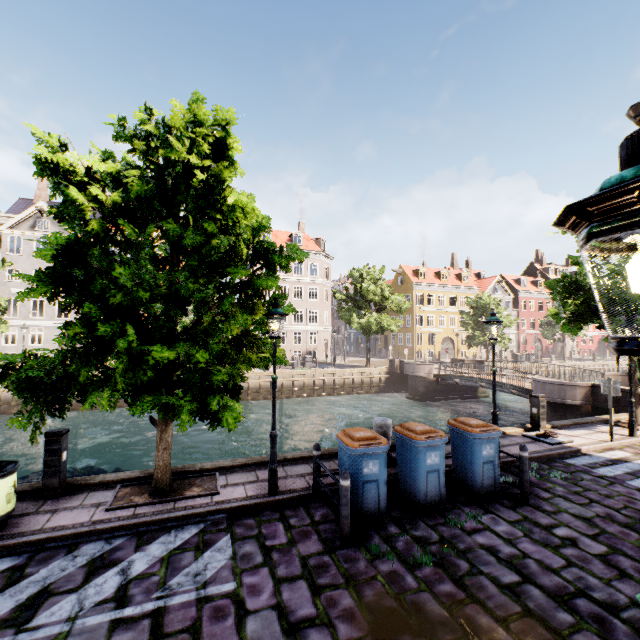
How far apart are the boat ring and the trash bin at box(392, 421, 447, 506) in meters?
5.4

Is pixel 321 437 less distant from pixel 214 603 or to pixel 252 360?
pixel 252 360

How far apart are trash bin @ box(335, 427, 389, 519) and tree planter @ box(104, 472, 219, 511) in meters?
2.4

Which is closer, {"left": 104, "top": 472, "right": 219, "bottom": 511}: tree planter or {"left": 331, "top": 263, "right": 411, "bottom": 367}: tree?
{"left": 104, "top": 472, "right": 219, "bottom": 511}: tree planter

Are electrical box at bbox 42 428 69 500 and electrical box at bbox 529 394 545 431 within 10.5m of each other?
no

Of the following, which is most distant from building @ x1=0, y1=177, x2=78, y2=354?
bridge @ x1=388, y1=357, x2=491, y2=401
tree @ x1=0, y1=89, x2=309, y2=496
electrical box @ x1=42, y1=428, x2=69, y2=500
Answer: bridge @ x1=388, y1=357, x2=491, y2=401

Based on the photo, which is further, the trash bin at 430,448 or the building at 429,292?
the building at 429,292

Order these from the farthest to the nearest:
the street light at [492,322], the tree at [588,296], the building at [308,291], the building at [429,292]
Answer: the building at [429,292], the building at [308,291], the tree at [588,296], the street light at [492,322]
